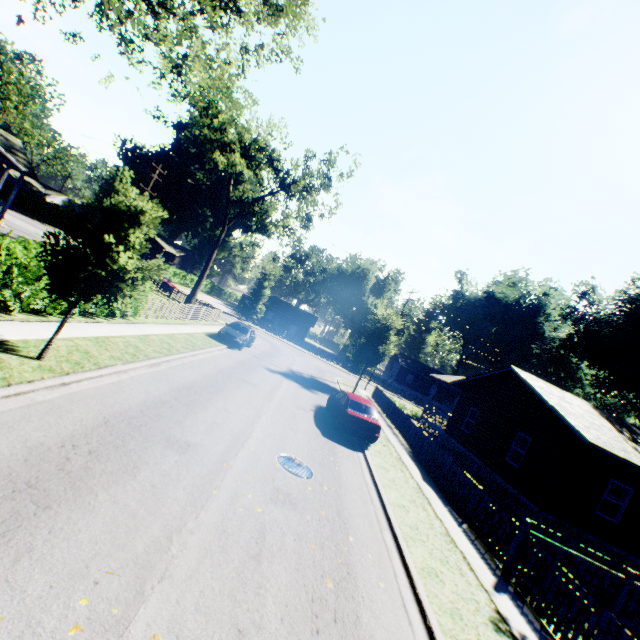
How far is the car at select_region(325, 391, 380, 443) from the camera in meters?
Result: 13.7

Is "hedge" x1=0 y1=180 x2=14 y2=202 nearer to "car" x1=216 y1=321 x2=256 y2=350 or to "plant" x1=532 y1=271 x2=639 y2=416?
"car" x1=216 y1=321 x2=256 y2=350

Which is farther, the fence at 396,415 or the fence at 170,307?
the fence at 170,307

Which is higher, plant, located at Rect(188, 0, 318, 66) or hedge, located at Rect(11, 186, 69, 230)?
plant, located at Rect(188, 0, 318, 66)

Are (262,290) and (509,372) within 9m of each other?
no

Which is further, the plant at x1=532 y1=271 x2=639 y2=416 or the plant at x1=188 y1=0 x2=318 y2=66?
the plant at x1=532 y1=271 x2=639 y2=416

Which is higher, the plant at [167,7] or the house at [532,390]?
the plant at [167,7]

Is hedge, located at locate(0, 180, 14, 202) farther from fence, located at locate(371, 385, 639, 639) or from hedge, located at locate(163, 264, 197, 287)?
fence, located at locate(371, 385, 639, 639)
